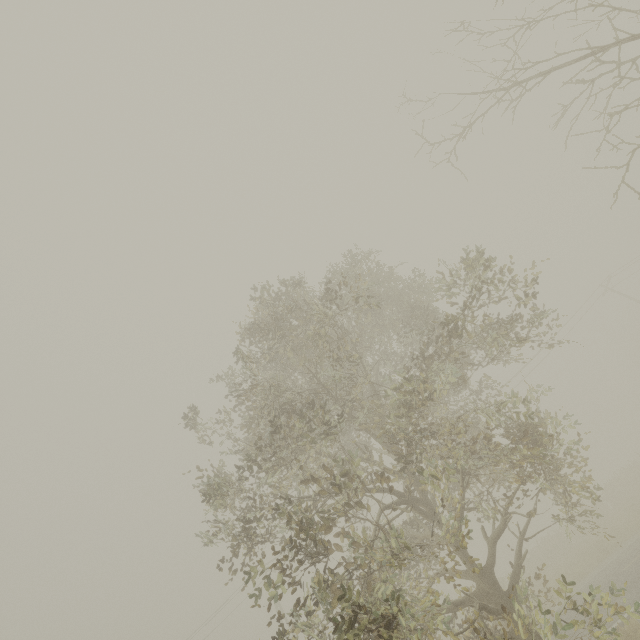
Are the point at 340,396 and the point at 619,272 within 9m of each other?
no
